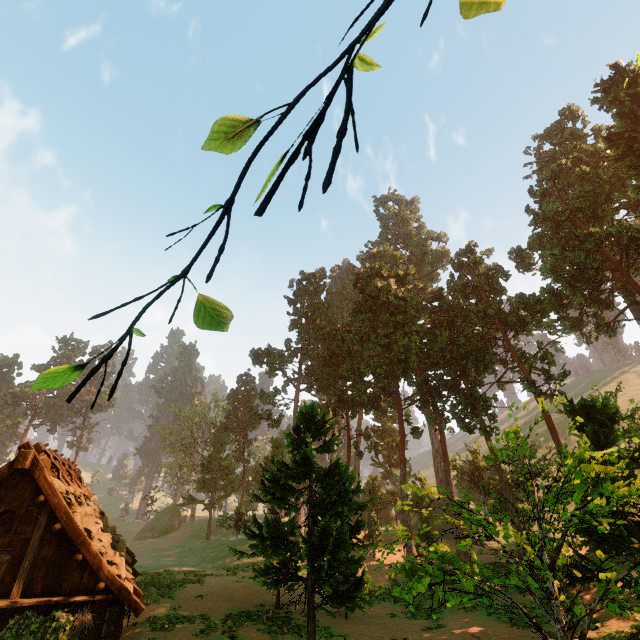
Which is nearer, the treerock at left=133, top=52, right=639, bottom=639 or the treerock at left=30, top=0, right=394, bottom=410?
the treerock at left=30, top=0, right=394, bottom=410

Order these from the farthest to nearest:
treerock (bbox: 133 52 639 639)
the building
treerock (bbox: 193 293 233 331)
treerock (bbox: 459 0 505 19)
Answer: the building, treerock (bbox: 133 52 639 639), treerock (bbox: 193 293 233 331), treerock (bbox: 459 0 505 19)

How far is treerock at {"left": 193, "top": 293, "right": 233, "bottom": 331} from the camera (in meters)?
2.41

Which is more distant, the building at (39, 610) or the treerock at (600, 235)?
the building at (39, 610)

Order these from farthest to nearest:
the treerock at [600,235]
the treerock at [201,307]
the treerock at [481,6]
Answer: the treerock at [600,235] → the treerock at [201,307] → the treerock at [481,6]

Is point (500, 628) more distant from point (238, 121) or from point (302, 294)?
point (302, 294)

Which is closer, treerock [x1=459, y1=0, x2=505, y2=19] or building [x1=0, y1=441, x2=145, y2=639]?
treerock [x1=459, y1=0, x2=505, y2=19]
